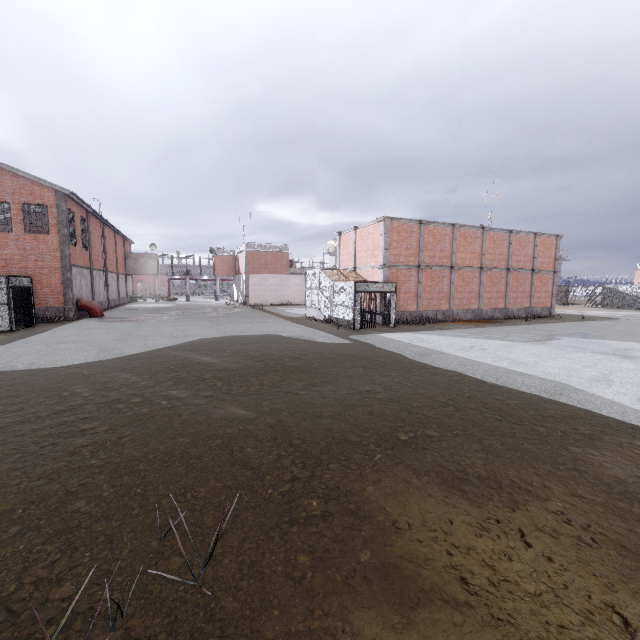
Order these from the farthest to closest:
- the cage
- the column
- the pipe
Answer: the pipe < the column < the cage

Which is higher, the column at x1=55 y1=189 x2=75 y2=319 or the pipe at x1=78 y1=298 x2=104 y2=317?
the column at x1=55 y1=189 x2=75 y2=319

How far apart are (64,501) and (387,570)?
4.08m

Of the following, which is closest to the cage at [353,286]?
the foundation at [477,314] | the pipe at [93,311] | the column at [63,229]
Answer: the foundation at [477,314]

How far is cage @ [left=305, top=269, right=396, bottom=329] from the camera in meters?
19.4 m

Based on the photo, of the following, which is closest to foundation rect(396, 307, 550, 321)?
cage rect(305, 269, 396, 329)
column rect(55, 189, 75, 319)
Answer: cage rect(305, 269, 396, 329)

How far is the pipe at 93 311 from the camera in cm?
2438

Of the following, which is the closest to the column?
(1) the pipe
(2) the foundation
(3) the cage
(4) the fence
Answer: (1) the pipe
